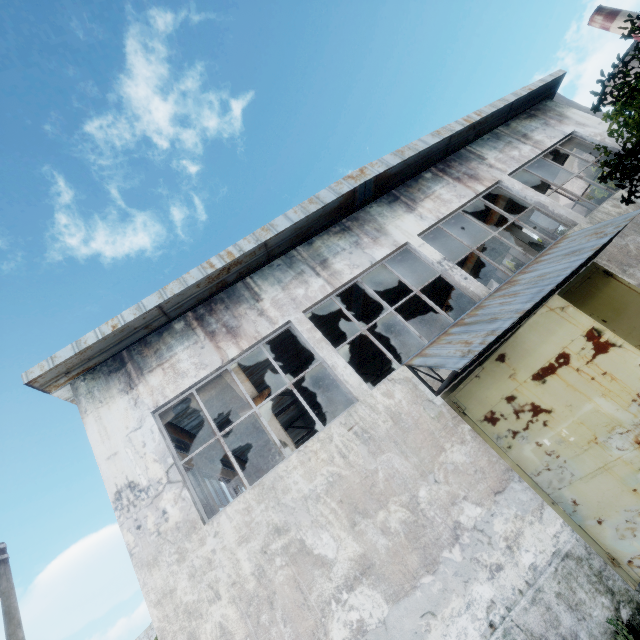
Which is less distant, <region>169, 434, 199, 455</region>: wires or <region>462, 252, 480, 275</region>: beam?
<region>169, 434, 199, 455</region>: wires

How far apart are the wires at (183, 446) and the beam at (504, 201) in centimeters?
1483cm

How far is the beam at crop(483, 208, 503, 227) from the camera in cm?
1336

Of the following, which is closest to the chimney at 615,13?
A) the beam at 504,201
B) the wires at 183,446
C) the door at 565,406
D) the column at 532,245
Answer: the beam at 504,201

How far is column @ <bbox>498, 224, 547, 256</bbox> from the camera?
12.95m

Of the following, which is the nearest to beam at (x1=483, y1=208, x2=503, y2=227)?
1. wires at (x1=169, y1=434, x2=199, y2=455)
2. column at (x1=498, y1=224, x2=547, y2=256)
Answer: column at (x1=498, y1=224, x2=547, y2=256)

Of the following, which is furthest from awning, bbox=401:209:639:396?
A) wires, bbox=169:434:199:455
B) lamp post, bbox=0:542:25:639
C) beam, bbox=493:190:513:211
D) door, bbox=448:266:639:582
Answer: lamp post, bbox=0:542:25:639

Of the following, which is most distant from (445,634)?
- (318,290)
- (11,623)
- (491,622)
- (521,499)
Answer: (11,623)
